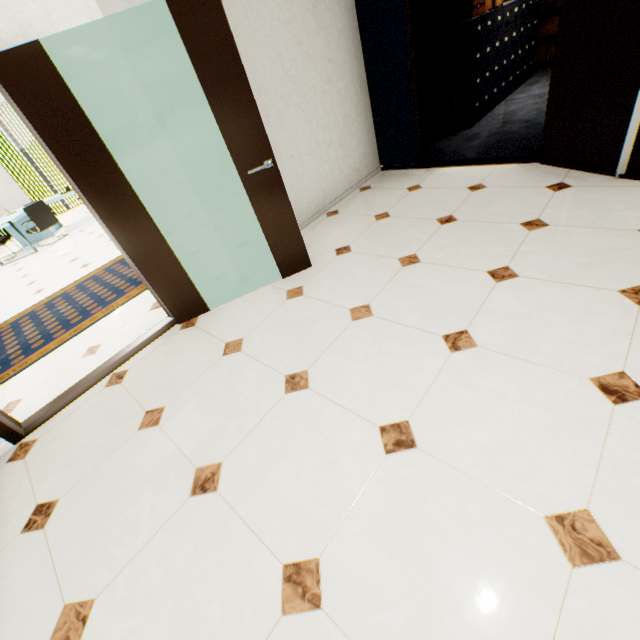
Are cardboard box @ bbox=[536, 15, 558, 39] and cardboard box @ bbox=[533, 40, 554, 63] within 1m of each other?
yes

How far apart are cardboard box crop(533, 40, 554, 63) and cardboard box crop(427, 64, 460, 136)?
3.8 meters

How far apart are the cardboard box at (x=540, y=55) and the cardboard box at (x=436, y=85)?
3.8 meters

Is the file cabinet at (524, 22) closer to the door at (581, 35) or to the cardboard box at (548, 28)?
the cardboard box at (548, 28)

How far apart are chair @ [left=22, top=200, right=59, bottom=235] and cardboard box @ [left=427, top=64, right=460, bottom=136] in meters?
8.3

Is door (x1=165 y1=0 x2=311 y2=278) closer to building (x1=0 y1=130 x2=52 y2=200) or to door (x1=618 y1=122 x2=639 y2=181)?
door (x1=618 y1=122 x2=639 y2=181)

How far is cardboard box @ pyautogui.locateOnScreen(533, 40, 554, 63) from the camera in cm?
676

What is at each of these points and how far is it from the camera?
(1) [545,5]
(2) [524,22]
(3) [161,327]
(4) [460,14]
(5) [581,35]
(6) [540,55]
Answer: (1) cardboard box, 6.4 meters
(2) file cabinet, 5.7 meters
(3) door, 3.1 meters
(4) cardboard box, 4.7 meters
(5) door, 2.7 meters
(6) cardboard box, 6.9 meters
